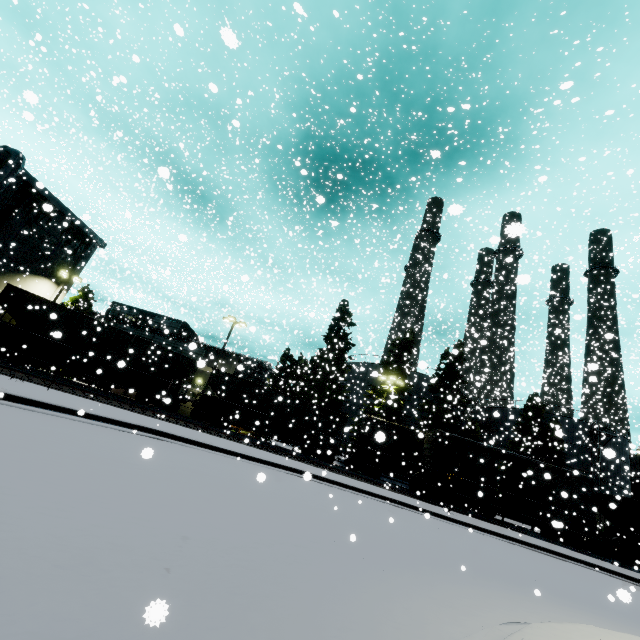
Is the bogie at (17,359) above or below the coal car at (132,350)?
below

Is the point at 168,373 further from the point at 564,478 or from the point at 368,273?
the point at 564,478

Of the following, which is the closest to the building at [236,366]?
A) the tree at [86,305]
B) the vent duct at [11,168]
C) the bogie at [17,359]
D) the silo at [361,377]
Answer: the vent duct at [11,168]

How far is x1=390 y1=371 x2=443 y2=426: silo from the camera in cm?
3816

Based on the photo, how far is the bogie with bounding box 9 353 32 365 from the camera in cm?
1897

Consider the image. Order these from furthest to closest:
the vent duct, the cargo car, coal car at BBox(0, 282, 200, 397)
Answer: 1. the vent duct
2. the cargo car
3. coal car at BBox(0, 282, 200, 397)

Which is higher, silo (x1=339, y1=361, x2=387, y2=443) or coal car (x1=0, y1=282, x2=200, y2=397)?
silo (x1=339, y1=361, x2=387, y2=443)

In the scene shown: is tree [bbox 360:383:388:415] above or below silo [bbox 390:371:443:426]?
below
